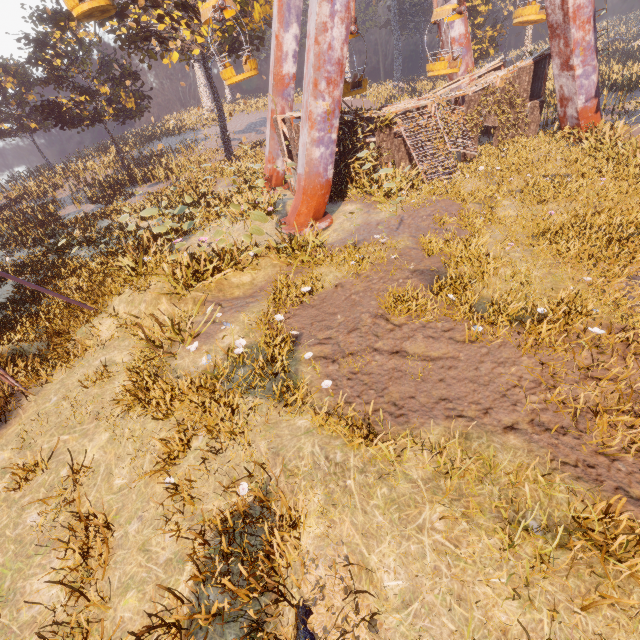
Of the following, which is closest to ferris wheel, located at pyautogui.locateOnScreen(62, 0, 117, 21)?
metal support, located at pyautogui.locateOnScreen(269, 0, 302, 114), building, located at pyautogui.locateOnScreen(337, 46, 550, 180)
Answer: metal support, located at pyautogui.locateOnScreen(269, 0, 302, 114)

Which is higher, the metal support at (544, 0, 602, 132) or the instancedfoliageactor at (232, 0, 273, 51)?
the instancedfoliageactor at (232, 0, 273, 51)

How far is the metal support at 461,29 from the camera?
18.8m

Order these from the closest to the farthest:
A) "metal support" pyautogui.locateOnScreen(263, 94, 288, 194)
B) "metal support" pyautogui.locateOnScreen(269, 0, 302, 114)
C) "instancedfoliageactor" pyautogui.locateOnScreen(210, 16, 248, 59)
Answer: "metal support" pyautogui.locateOnScreen(269, 0, 302, 114), "metal support" pyautogui.locateOnScreen(263, 94, 288, 194), "instancedfoliageactor" pyautogui.locateOnScreen(210, 16, 248, 59)

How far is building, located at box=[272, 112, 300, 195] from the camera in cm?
1440

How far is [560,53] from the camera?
14.54m

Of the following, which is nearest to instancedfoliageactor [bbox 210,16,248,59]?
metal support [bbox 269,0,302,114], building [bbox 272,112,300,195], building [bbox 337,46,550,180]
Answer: building [bbox 272,112,300,195]

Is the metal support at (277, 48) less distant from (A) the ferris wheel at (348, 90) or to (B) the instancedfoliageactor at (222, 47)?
Answer: (A) the ferris wheel at (348, 90)
